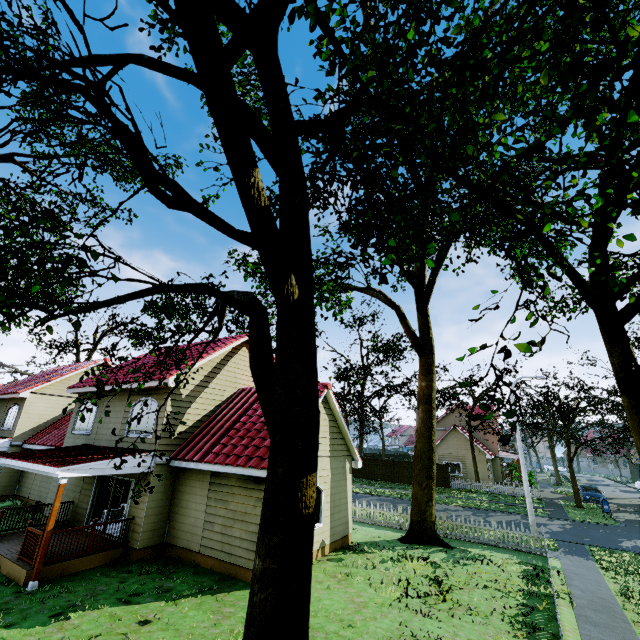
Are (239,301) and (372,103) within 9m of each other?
yes

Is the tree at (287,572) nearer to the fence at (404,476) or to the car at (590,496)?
the fence at (404,476)

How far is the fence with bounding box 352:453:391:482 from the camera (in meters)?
36.88

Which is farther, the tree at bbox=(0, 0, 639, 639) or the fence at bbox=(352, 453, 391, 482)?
the fence at bbox=(352, 453, 391, 482)

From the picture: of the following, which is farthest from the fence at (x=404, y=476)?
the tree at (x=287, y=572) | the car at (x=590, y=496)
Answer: the car at (x=590, y=496)

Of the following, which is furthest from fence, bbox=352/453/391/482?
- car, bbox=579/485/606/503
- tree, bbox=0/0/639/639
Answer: car, bbox=579/485/606/503

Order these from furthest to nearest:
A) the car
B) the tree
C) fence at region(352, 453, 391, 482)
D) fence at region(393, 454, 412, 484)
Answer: fence at region(352, 453, 391, 482) < fence at region(393, 454, 412, 484) < the car < the tree
